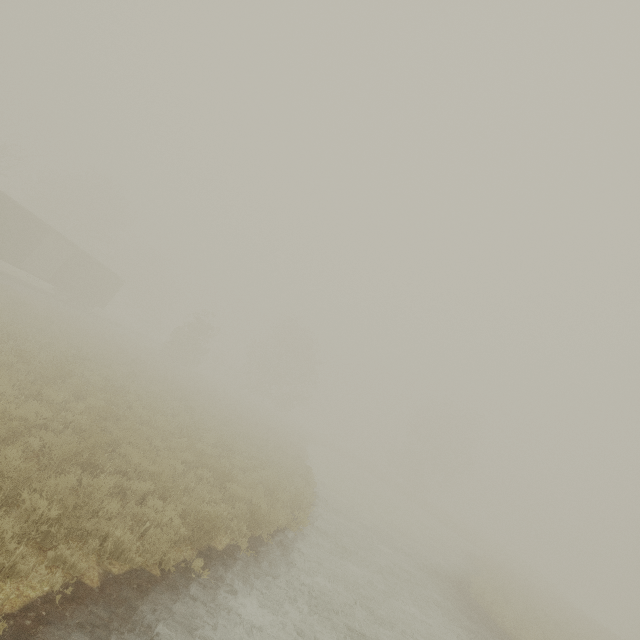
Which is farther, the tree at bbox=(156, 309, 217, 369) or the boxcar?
the tree at bbox=(156, 309, 217, 369)

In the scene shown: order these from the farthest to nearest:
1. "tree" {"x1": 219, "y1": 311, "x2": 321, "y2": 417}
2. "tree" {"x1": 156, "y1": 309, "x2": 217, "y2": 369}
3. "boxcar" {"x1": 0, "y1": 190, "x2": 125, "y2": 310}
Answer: "tree" {"x1": 219, "y1": 311, "x2": 321, "y2": 417} → "tree" {"x1": 156, "y1": 309, "x2": 217, "y2": 369} → "boxcar" {"x1": 0, "y1": 190, "x2": 125, "y2": 310}

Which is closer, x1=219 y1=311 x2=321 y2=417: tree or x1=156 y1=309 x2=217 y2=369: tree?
x1=156 y1=309 x2=217 y2=369: tree

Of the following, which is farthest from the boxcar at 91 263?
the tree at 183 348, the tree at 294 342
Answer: the tree at 294 342

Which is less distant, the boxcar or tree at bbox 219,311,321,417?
the boxcar

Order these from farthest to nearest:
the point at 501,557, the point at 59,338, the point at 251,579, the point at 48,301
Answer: the point at 501,557, the point at 48,301, the point at 59,338, the point at 251,579

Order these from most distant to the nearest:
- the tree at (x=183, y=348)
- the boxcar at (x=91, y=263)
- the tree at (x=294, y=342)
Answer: the tree at (x=294, y=342)
the tree at (x=183, y=348)
the boxcar at (x=91, y=263)

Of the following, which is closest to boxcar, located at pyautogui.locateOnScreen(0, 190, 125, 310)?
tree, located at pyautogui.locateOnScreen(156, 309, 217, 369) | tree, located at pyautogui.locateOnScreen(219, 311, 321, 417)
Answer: tree, located at pyautogui.locateOnScreen(156, 309, 217, 369)
